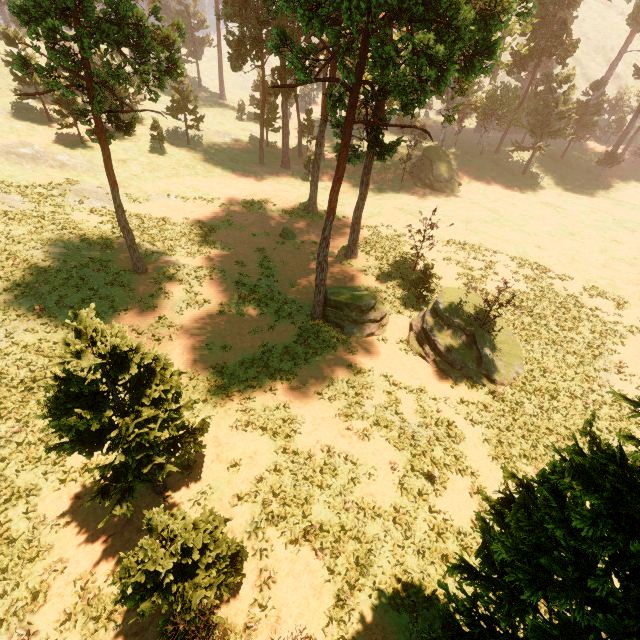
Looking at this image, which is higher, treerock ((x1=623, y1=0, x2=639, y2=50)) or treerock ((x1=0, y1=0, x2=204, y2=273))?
treerock ((x1=623, y1=0, x2=639, y2=50))

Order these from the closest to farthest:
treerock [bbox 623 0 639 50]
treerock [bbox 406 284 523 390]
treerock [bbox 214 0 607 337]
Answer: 1. treerock [bbox 214 0 607 337]
2. treerock [bbox 406 284 523 390]
3. treerock [bbox 623 0 639 50]

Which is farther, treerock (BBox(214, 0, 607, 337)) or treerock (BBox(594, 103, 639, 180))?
treerock (BBox(594, 103, 639, 180))

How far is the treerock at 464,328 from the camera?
20.69m

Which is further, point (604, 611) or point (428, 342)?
point (428, 342)

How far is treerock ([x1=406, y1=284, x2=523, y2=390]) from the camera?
20.7m

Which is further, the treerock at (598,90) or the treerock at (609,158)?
the treerock at (609,158)
